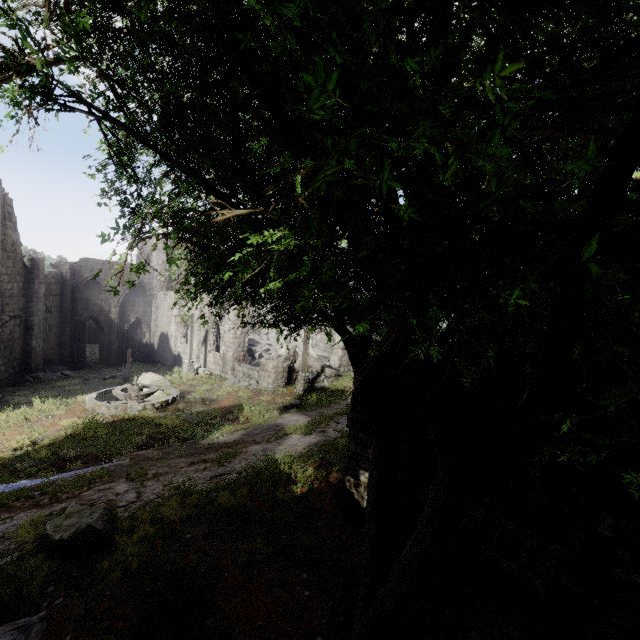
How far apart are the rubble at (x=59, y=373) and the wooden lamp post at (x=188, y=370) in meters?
8.0

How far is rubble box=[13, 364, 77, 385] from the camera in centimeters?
2161cm

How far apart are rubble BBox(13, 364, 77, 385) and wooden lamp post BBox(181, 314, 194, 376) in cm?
801

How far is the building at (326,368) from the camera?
24.4m

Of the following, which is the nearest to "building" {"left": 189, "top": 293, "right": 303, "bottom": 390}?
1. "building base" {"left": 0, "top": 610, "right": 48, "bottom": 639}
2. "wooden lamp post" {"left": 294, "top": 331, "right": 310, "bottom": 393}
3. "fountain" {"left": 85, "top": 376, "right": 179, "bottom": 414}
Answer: "building base" {"left": 0, "top": 610, "right": 48, "bottom": 639}

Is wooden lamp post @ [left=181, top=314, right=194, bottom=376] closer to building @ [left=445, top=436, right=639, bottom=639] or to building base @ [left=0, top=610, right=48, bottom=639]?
building @ [left=445, top=436, right=639, bottom=639]

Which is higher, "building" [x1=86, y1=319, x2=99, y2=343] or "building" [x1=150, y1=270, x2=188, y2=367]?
"building" [x1=150, y1=270, x2=188, y2=367]

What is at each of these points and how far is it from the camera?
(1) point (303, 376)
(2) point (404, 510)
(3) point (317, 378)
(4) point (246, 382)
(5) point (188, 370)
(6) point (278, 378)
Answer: (1) wooden lamp post, 20.0 meters
(2) building, 8.2 meters
(3) rubble, 22.9 meters
(4) rubble, 21.0 meters
(5) wooden lamp post, 24.4 meters
(6) building, 20.6 meters
